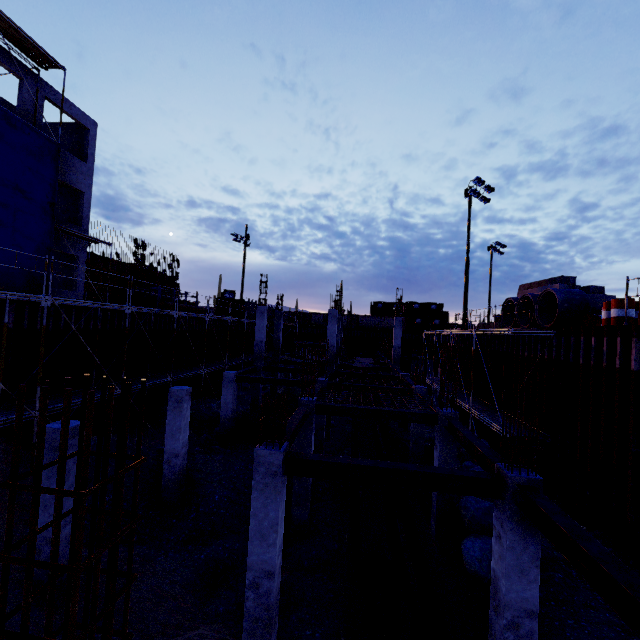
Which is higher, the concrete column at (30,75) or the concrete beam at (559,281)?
the concrete column at (30,75)

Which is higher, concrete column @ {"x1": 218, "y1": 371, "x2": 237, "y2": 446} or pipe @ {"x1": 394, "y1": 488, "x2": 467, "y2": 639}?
concrete column @ {"x1": 218, "y1": 371, "x2": 237, "y2": 446}

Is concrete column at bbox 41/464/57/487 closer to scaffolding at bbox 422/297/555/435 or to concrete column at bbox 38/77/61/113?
concrete column at bbox 38/77/61/113

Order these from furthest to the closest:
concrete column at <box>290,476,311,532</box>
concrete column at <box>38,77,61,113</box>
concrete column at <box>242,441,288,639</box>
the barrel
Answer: concrete column at <box>38,77,61,113</box>
concrete column at <box>290,476,311,532</box>
the barrel
concrete column at <box>242,441,288,639</box>

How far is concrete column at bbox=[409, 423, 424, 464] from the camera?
15.9m

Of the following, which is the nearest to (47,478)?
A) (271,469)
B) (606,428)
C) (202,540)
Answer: (271,469)

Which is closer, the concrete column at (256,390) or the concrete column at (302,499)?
the concrete column at (302,499)

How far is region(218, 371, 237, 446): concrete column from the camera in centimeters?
1702cm
